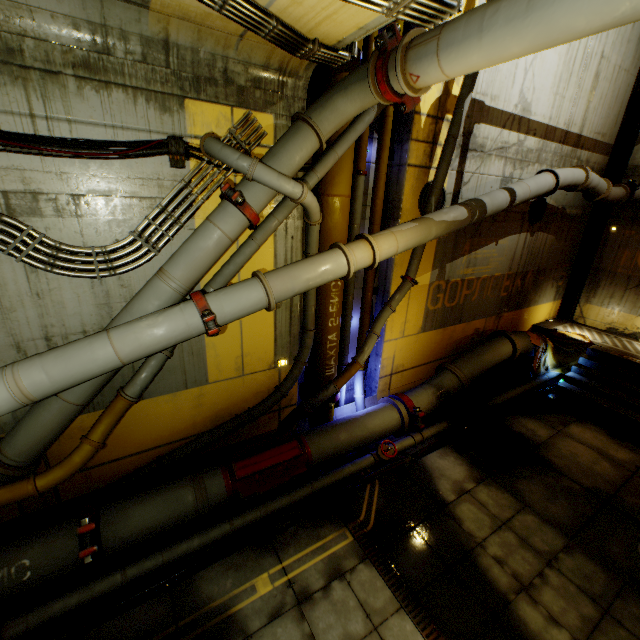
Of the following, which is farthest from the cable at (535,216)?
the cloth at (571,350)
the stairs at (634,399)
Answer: the stairs at (634,399)

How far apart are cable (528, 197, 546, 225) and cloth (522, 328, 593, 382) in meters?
3.3

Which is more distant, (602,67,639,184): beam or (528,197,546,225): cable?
(602,67,639,184): beam

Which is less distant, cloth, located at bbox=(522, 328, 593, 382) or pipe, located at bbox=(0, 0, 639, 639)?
pipe, located at bbox=(0, 0, 639, 639)

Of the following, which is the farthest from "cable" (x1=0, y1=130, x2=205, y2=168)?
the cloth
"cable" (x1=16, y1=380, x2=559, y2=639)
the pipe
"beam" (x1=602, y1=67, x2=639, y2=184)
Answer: "beam" (x1=602, y1=67, x2=639, y2=184)

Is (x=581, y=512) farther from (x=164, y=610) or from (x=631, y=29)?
(x=631, y=29)

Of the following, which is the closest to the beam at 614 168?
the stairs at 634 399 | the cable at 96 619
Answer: the stairs at 634 399

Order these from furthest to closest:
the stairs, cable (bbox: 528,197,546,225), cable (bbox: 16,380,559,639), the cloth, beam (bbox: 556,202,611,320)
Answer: beam (bbox: 556,202,611,320) < the cloth < cable (bbox: 528,197,546,225) < the stairs < cable (bbox: 16,380,559,639)
